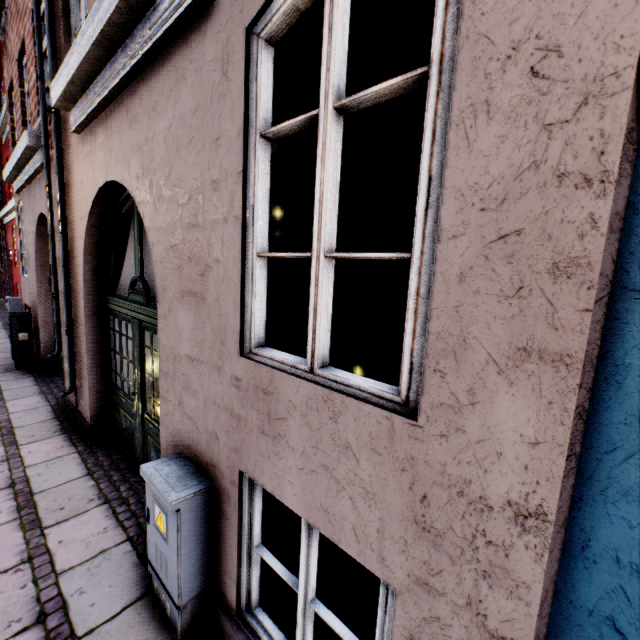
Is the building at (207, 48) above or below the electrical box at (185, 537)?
above

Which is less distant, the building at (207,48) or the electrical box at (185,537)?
the building at (207,48)

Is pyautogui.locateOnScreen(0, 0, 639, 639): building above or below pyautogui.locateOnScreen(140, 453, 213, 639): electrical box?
above

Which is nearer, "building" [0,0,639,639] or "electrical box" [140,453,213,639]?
"building" [0,0,639,639]

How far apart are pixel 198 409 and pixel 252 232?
1.3 meters
